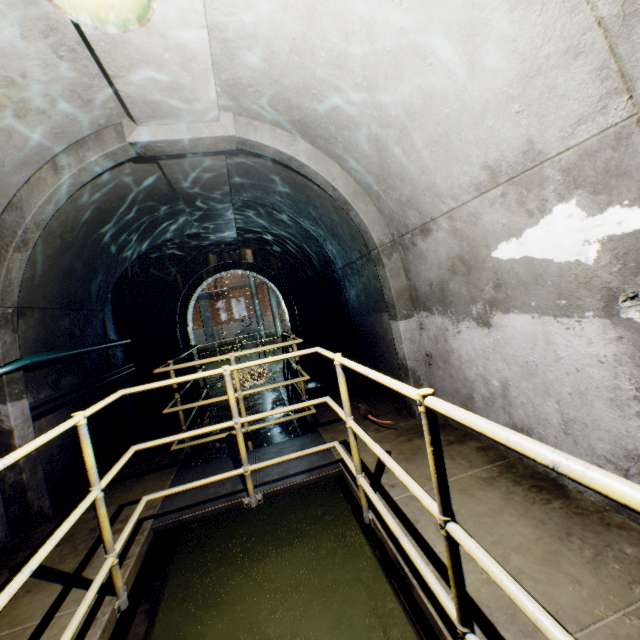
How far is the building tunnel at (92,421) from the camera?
4.81m

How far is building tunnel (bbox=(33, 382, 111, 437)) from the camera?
3.8m

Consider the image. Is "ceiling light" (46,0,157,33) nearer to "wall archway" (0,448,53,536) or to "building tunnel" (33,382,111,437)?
"building tunnel" (33,382,111,437)

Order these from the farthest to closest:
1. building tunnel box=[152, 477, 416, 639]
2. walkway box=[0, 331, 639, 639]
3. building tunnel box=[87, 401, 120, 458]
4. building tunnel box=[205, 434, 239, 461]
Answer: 1. building tunnel box=[205, 434, 239, 461]
2. building tunnel box=[87, 401, 120, 458]
3. building tunnel box=[152, 477, 416, 639]
4. walkway box=[0, 331, 639, 639]

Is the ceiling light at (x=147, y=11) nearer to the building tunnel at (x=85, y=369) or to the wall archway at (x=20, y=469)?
the building tunnel at (x=85, y=369)

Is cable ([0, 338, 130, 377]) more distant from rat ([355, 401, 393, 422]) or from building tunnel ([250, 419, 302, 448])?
rat ([355, 401, 393, 422])

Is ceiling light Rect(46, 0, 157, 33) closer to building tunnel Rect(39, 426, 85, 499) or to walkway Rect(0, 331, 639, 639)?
building tunnel Rect(39, 426, 85, 499)

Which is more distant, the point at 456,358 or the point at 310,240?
the point at 310,240
